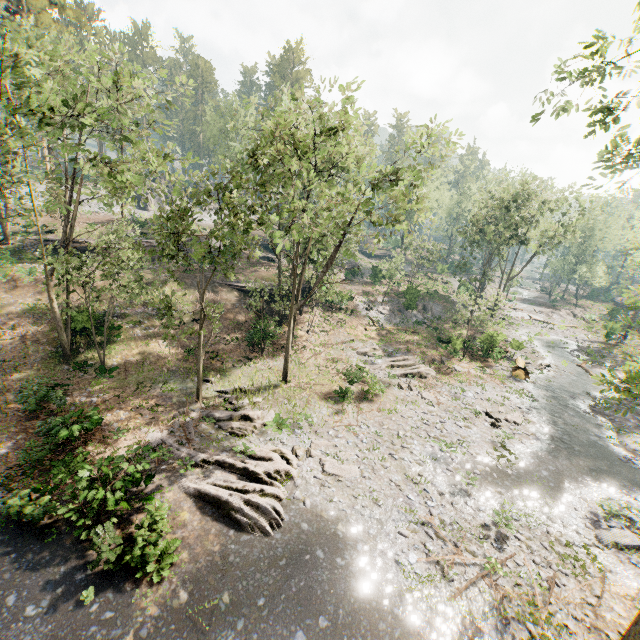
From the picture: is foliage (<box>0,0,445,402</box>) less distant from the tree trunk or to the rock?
the tree trunk

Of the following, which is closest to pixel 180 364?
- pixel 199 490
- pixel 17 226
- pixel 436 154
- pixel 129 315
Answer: pixel 129 315

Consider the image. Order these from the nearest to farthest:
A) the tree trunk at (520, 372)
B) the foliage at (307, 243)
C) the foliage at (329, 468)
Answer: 1. the foliage at (307, 243)
2. the foliage at (329, 468)
3. the tree trunk at (520, 372)

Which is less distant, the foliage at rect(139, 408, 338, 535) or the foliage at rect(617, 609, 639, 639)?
the foliage at rect(617, 609, 639, 639)

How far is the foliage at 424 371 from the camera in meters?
26.5

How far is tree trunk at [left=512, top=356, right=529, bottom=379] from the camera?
28.62m

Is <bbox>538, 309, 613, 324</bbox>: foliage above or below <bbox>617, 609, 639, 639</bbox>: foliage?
below
